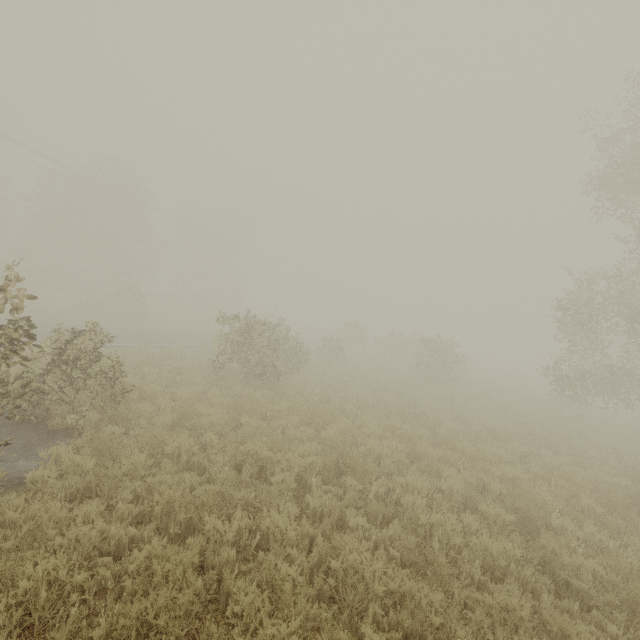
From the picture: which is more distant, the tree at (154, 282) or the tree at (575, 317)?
the tree at (575, 317)

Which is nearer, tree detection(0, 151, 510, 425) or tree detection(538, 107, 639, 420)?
tree detection(0, 151, 510, 425)

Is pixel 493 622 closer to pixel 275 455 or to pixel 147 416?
pixel 275 455
